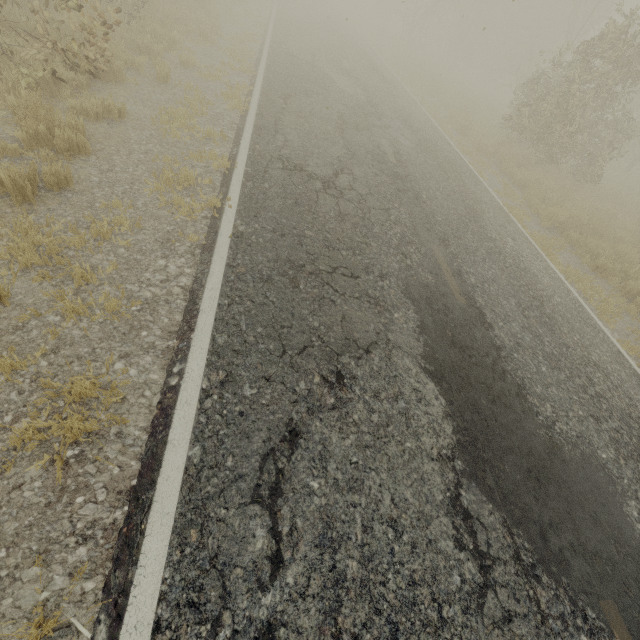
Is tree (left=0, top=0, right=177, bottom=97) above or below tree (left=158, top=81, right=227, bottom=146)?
above

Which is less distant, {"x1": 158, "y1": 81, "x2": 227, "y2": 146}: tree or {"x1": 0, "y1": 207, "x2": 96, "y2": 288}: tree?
{"x1": 0, "y1": 207, "x2": 96, "y2": 288}: tree

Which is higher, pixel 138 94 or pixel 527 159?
pixel 527 159

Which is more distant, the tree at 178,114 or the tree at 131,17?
the tree at 178,114

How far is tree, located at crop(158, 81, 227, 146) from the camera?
6.1m
